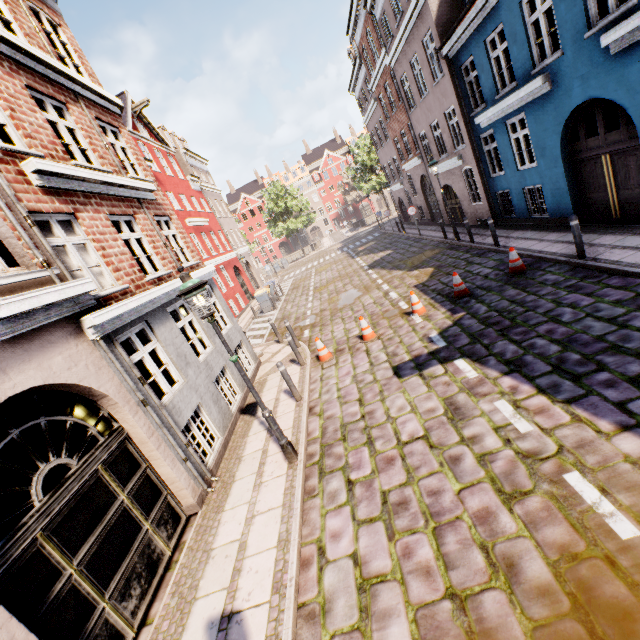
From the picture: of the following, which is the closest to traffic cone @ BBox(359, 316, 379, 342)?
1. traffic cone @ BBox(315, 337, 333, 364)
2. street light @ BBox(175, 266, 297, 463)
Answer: traffic cone @ BBox(315, 337, 333, 364)

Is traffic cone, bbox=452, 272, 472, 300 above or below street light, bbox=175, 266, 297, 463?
below

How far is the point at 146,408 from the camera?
5.6m

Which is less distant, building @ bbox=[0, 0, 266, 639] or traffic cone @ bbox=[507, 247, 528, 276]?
building @ bbox=[0, 0, 266, 639]

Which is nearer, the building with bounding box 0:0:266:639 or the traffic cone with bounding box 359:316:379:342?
the building with bounding box 0:0:266:639

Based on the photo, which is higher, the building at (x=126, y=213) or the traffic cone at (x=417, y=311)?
the building at (x=126, y=213)

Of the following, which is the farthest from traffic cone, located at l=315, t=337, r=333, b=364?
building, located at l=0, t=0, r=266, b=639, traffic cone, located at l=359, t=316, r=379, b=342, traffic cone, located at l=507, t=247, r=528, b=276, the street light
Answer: traffic cone, located at l=507, t=247, r=528, b=276

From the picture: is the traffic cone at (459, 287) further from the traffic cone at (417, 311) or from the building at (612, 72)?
the building at (612, 72)
